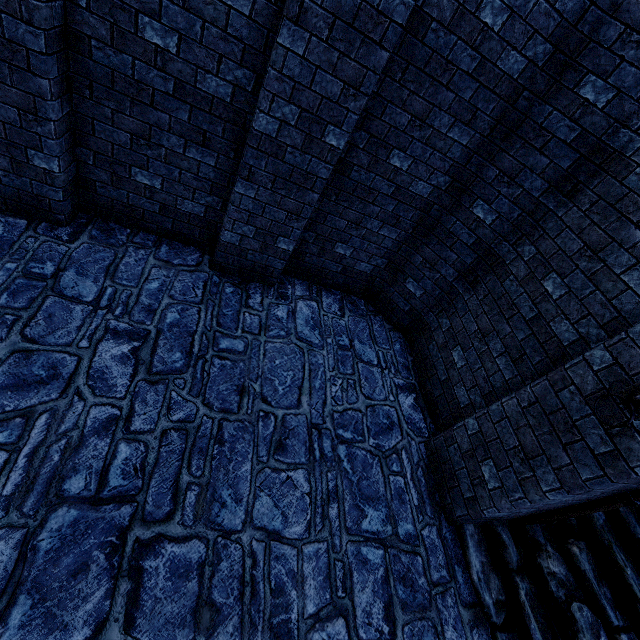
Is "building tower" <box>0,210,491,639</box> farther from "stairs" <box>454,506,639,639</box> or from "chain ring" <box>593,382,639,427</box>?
"chain ring" <box>593,382,639,427</box>

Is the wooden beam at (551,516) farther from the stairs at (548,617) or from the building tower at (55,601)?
the building tower at (55,601)

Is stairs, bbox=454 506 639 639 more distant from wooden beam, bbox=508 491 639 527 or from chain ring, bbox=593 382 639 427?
chain ring, bbox=593 382 639 427

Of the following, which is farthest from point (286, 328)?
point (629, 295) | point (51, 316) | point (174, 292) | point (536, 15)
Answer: point (536, 15)

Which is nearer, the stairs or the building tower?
the building tower

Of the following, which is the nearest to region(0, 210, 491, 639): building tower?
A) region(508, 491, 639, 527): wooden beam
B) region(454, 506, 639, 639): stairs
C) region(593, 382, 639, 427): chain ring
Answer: region(454, 506, 639, 639): stairs

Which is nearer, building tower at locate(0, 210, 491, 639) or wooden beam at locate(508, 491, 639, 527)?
building tower at locate(0, 210, 491, 639)

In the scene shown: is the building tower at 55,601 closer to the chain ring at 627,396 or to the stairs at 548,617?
the stairs at 548,617
